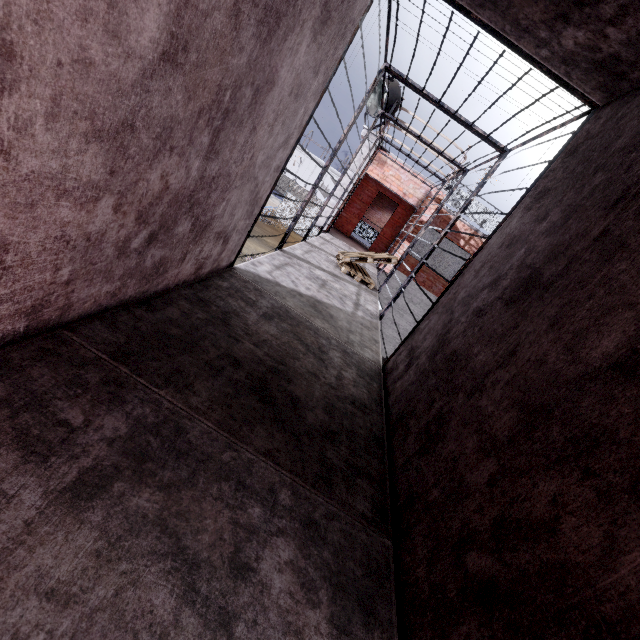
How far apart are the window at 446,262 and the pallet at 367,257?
6.5m

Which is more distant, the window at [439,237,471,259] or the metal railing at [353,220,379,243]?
the metal railing at [353,220,379,243]

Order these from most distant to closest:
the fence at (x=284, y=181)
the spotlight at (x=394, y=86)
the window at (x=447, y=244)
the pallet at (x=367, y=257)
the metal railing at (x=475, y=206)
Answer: the fence at (x=284, y=181) → the window at (x=447, y=244) → the metal railing at (x=475, y=206) → the spotlight at (x=394, y=86) → the pallet at (x=367, y=257)

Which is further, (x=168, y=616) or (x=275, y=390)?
A: (x=275, y=390)

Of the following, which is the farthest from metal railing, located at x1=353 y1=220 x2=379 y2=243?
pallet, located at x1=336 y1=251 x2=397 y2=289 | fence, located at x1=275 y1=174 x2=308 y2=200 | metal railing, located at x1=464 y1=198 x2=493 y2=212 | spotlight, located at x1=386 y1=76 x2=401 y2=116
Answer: pallet, located at x1=336 y1=251 x2=397 y2=289

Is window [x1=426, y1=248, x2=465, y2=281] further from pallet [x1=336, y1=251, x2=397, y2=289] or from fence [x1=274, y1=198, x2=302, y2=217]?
pallet [x1=336, y1=251, x2=397, y2=289]

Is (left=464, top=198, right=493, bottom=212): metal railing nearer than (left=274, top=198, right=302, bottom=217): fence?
Yes

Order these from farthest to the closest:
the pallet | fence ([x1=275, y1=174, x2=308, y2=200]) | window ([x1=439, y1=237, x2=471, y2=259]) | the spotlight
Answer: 1. fence ([x1=275, y1=174, x2=308, y2=200])
2. window ([x1=439, y1=237, x2=471, y2=259])
3. the spotlight
4. the pallet
